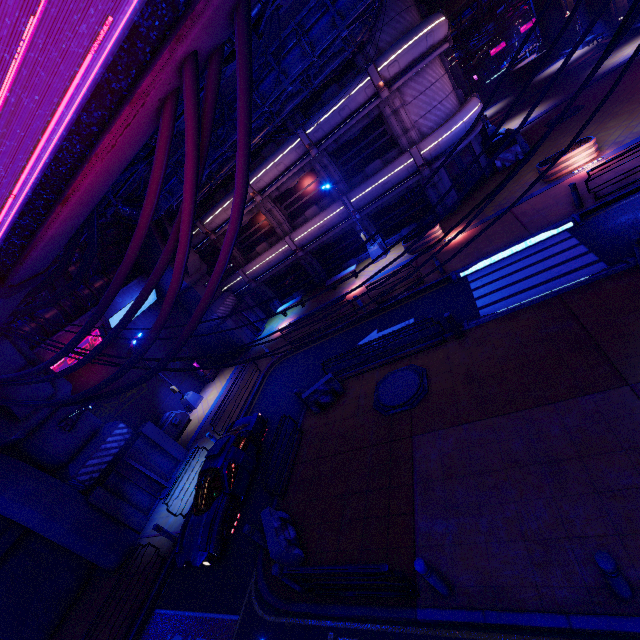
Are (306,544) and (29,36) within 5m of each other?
no

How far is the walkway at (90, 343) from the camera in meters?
18.2

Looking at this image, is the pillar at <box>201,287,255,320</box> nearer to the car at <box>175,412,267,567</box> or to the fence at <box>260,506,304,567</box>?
the car at <box>175,412,267,567</box>

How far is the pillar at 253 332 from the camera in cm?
2411

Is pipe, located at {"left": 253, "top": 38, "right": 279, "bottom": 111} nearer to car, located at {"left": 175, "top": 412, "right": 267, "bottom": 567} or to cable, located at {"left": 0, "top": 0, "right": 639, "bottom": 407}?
cable, located at {"left": 0, "top": 0, "right": 639, "bottom": 407}

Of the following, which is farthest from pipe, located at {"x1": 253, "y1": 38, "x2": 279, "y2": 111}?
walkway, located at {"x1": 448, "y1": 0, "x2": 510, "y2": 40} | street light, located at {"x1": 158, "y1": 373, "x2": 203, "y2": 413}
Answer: walkway, located at {"x1": 448, "y1": 0, "x2": 510, "y2": 40}

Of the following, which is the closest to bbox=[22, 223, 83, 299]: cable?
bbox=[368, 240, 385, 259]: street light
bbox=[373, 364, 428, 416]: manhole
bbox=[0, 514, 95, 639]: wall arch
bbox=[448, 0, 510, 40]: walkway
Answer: bbox=[373, 364, 428, 416]: manhole

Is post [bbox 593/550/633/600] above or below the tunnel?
below
